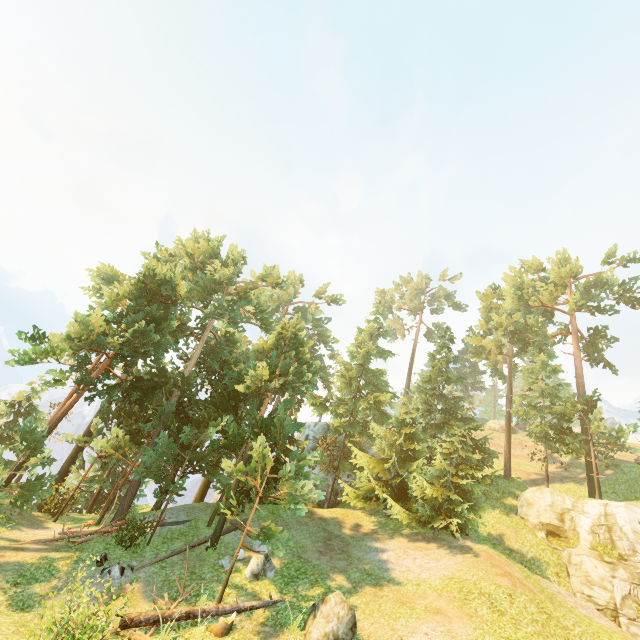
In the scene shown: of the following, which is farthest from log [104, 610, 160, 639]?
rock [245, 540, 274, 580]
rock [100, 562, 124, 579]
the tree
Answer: rock [100, 562, 124, 579]

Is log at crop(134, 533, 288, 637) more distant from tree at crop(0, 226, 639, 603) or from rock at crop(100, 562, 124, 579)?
rock at crop(100, 562, 124, 579)

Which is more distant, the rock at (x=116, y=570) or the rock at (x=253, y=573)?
the rock at (x=253, y=573)

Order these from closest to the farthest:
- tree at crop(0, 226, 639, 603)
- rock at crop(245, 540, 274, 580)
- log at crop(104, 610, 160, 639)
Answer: log at crop(104, 610, 160, 639), rock at crop(245, 540, 274, 580), tree at crop(0, 226, 639, 603)

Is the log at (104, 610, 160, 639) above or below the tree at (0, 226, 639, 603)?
below

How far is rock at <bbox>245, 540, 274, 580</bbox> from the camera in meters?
14.7 m

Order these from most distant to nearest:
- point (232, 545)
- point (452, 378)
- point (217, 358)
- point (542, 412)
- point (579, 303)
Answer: point (579, 303) → point (452, 378) → point (542, 412) → point (217, 358) → point (232, 545)

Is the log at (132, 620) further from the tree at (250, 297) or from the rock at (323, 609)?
the rock at (323, 609)
